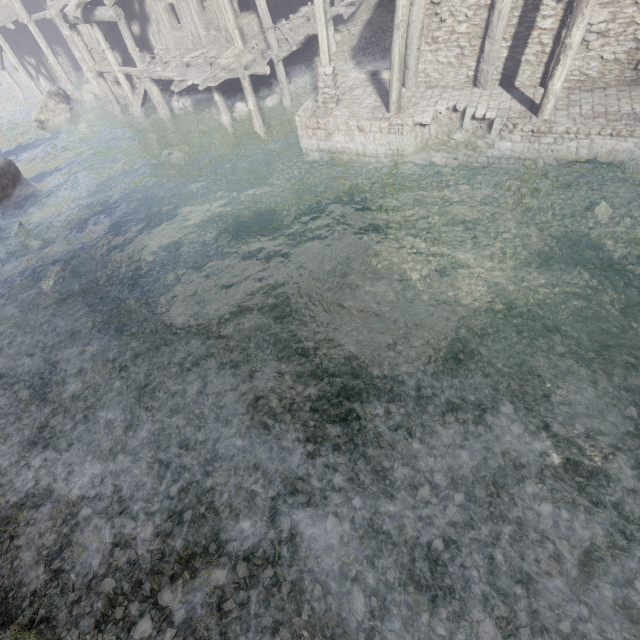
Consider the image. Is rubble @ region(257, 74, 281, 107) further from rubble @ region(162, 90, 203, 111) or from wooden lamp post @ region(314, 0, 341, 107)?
wooden lamp post @ region(314, 0, 341, 107)

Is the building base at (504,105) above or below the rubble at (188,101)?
above

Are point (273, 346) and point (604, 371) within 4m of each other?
no

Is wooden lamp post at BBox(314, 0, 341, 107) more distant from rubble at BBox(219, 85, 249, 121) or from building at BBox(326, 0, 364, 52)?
rubble at BBox(219, 85, 249, 121)

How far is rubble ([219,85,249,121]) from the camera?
16.6 meters

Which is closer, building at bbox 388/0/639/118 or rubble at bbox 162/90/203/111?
building at bbox 388/0/639/118

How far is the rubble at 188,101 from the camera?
18.4 meters

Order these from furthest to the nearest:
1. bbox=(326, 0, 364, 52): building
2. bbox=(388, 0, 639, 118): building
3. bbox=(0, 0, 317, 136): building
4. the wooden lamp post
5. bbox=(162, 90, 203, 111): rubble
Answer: bbox=(162, 90, 203, 111): rubble
bbox=(326, 0, 364, 52): building
bbox=(0, 0, 317, 136): building
the wooden lamp post
bbox=(388, 0, 639, 118): building
